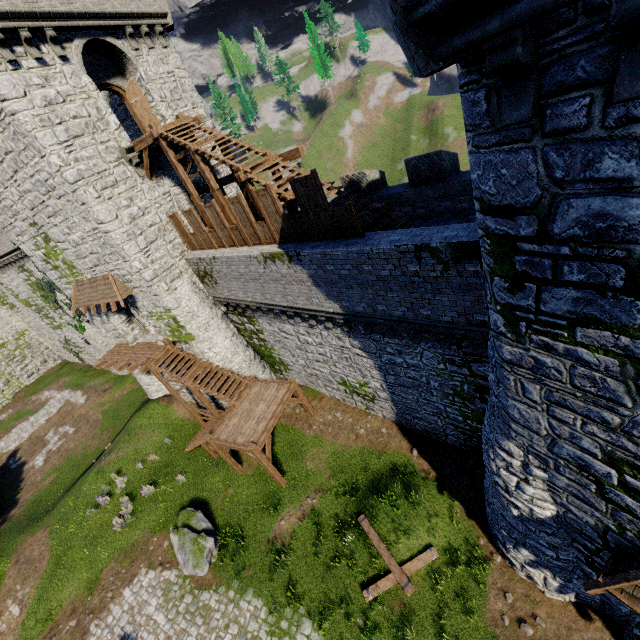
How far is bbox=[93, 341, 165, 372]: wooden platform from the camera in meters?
19.0 m

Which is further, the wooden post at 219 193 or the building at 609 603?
the wooden post at 219 193

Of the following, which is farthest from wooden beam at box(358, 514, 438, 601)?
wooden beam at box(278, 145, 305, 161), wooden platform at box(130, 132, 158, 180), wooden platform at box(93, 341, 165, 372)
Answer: wooden platform at box(130, 132, 158, 180)

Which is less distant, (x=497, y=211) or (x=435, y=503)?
(x=497, y=211)

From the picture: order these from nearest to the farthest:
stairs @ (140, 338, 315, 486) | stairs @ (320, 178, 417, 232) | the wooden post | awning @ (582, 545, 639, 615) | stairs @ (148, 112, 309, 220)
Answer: awning @ (582, 545, 639, 615), stairs @ (320, 178, 417, 232), stairs @ (148, 112, 309, 220), the wooden post, stairs @ (140, 338, 315, 486)

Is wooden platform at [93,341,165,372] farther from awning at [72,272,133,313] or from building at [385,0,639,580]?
building at [385,0,639,580]

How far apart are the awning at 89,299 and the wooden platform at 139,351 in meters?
3.1

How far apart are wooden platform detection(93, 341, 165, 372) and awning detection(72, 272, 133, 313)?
3.1m
